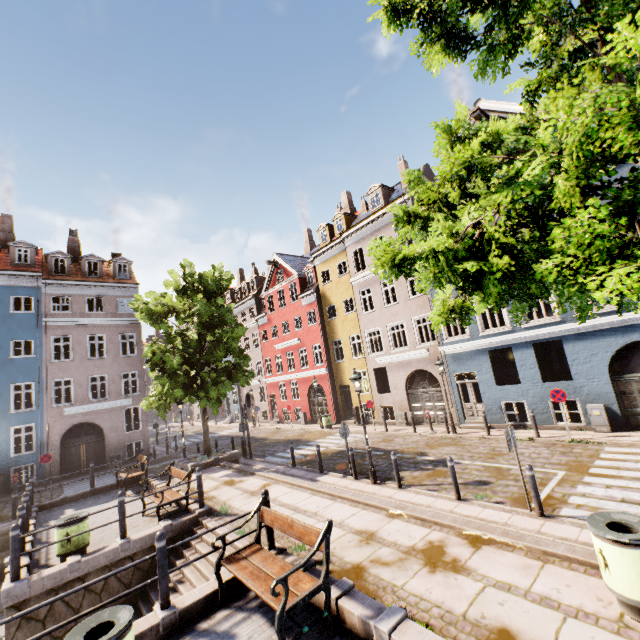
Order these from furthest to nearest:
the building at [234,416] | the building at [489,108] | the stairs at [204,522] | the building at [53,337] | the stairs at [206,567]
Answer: the building at [234,416] → the building at [53,337] → the building at [489,108] → the stairs at [204,522] → the stairs at [206,567]

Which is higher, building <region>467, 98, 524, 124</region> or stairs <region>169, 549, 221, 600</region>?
building <region>467, 98, 524, 124</region>

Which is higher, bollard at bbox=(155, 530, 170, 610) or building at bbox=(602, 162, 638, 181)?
building at bbox=(602, 162, 638, 181)

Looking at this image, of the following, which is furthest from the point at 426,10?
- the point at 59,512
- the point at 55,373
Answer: the point at 55,373

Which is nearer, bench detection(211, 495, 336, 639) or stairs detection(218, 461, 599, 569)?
bench detection(211, 495, 336, 639)

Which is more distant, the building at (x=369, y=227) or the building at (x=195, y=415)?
the building at (x=195, y=415)

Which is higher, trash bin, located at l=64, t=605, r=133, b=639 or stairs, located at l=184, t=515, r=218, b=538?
trash bin, located at l=64, t=605, r=133, b=639
